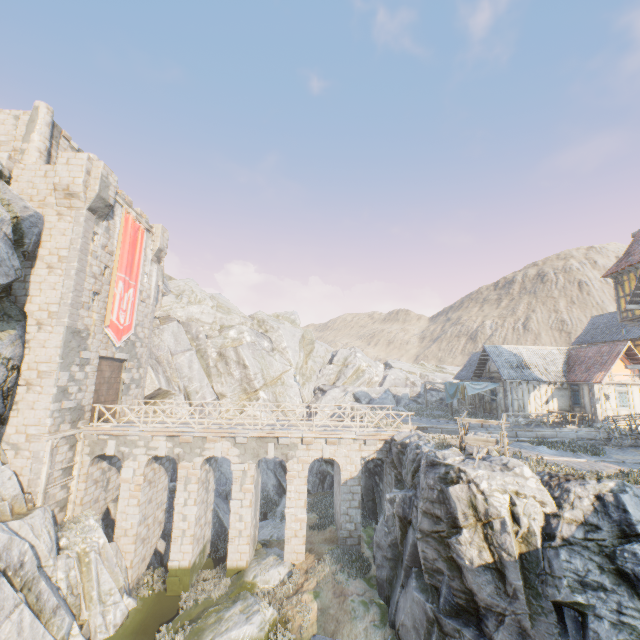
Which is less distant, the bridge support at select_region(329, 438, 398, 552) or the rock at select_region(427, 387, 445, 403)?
the bridge support at select_region(329, 438, 398, 552)

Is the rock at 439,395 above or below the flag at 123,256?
below

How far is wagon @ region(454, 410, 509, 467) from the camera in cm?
1216

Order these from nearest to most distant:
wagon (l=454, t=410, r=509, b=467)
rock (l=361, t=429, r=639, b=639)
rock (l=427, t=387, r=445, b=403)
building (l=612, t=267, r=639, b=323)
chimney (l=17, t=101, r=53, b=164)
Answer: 1. rock (l=361, t=429, r=639, b=639)
2. wagon (l=454, t=410, r=509, b=467)
3. building (l=612, t=267, r=639, b=323)
4. chimney (l=17, t=101, r=53, b=164)
5. rock (l=427, t=387, r=445, b=403)

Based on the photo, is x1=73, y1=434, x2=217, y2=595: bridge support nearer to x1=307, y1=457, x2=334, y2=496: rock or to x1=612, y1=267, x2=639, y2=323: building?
x1=307, y1=457, x2=334, y2=496: rock

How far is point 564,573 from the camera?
8.03m

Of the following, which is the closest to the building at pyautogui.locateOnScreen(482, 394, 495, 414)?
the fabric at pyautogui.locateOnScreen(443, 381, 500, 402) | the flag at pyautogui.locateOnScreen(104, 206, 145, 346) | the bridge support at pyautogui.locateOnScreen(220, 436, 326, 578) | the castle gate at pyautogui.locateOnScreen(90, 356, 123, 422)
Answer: the fabric at pyautogui.locateOnScreen(443, 381, 500, 402)

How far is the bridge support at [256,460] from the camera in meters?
17.1 m
